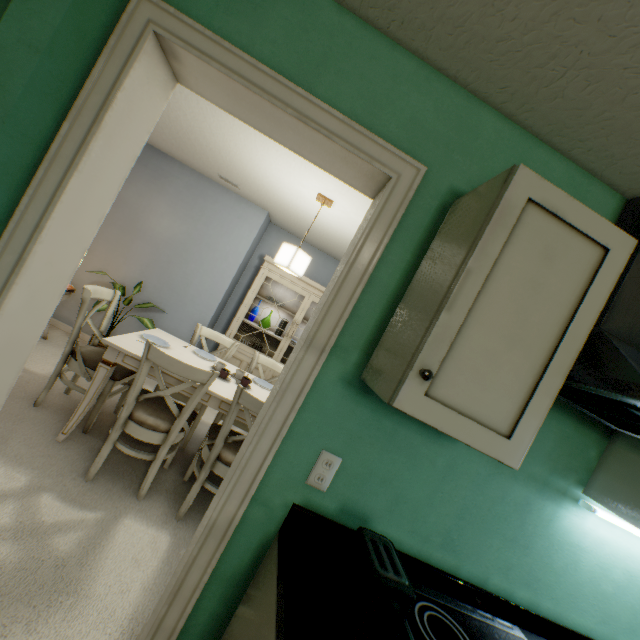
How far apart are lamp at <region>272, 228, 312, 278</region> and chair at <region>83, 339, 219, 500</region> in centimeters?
103cm

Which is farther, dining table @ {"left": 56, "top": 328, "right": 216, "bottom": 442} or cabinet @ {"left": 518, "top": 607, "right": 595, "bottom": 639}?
dining table @ {"left": 56, "top": 328, "right": 216, "bottom": 442}

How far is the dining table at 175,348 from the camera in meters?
A: 2.2 m

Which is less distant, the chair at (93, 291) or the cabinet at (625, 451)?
the cabinet at (625, 451)

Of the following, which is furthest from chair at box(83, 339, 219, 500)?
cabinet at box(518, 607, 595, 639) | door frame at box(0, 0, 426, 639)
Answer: cabinet at box(518, 607, 595, 639)

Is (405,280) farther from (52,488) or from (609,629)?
(52,488)

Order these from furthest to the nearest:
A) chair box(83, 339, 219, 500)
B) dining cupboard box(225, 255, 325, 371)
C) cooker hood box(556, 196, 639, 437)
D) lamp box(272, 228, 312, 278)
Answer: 1. dining cupboard box(225, 255, 325, 371)
2. lamp box(272, 228, 312, 278)
3. chair box(83, 339, 219, 500)
4. cooker hood box(556, 196, 639, 437)

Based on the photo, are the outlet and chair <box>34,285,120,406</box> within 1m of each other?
no
